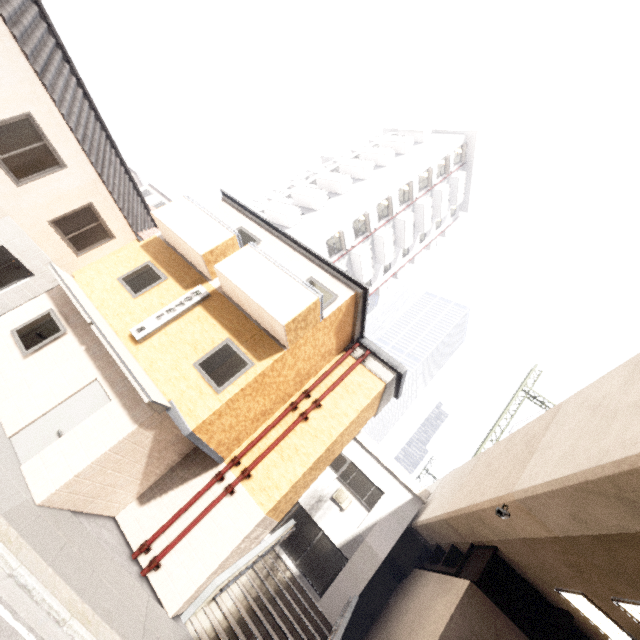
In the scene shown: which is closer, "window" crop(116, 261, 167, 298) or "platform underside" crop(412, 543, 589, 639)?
"platform underside" crop(412, 543, 589, 639)

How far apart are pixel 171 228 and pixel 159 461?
7.0m

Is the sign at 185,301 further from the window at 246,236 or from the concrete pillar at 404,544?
the concrete pillar at 404,544

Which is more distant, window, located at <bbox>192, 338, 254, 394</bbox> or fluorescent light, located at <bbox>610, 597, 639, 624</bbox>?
window, located at <bbox>192, 338, 254, 394</bbox>

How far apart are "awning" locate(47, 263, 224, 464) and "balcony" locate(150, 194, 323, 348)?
2.93m

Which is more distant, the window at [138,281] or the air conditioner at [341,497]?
the air conditioner at [341,497]

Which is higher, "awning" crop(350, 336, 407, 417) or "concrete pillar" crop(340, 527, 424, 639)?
"awning" crop(350, 336, 407, 417)

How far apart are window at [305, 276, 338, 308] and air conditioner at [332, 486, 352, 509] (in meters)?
9.66
